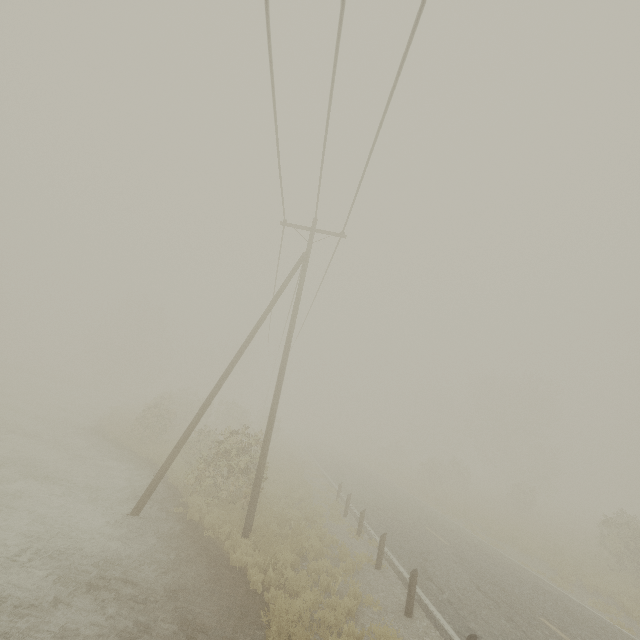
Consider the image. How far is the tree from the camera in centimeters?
5007cm

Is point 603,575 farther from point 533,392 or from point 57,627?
point 533,392

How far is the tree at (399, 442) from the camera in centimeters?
5007cm
